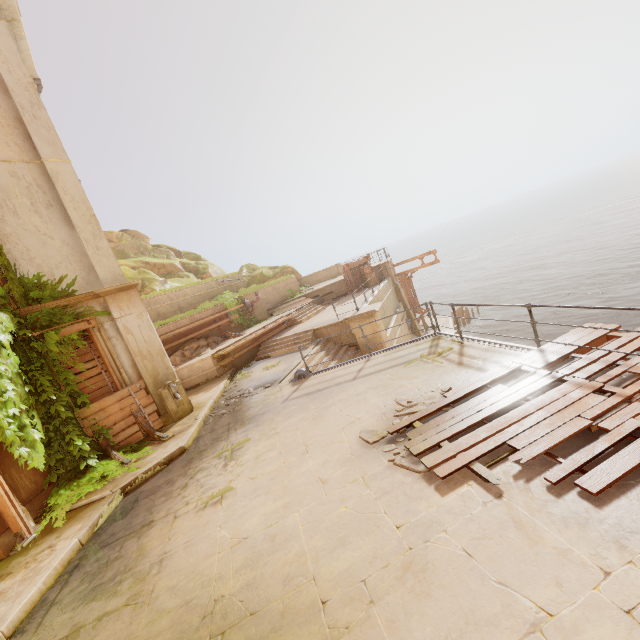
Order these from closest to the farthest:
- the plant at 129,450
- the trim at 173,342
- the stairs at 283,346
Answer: the plant at 129,450, the stairs at 283,346, the trim at 173,342

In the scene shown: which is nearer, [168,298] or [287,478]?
[287,478]

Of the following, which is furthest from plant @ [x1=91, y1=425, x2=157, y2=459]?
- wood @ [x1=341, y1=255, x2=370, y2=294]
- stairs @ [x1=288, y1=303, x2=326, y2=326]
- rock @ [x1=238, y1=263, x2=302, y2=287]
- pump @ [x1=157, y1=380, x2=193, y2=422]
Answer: rock @ [x1=238, y1=263, x2=302, y2=287]

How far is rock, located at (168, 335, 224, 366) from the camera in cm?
1466

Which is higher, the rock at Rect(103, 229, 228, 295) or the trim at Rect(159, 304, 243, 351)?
the rock at Rect(103, 229, 228, 295)

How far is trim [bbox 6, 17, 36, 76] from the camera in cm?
944

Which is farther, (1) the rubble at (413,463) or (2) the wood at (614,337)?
(2) the wood at (614,337)

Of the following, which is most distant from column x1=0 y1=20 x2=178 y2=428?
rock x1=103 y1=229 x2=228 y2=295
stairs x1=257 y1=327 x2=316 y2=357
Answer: rock x1=103 y1=229 x2=228 y2=295
